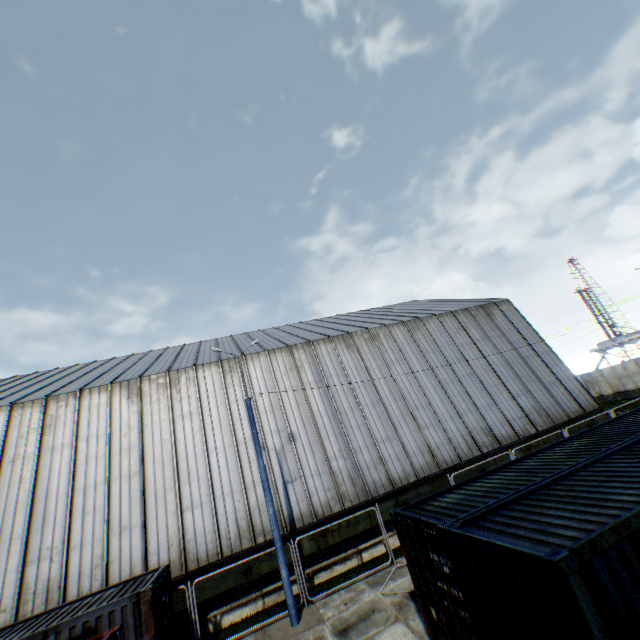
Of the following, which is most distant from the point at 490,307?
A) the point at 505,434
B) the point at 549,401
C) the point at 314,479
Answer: the point at 314,479

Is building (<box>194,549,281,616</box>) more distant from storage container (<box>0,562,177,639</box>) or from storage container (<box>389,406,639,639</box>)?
storage container (<box>389,406,639,639</box>)

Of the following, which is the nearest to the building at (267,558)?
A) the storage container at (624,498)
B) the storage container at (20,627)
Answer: the storage container at (20,627)

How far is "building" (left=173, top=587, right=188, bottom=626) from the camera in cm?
1258

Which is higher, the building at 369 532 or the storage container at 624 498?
the storage container at 624 498
